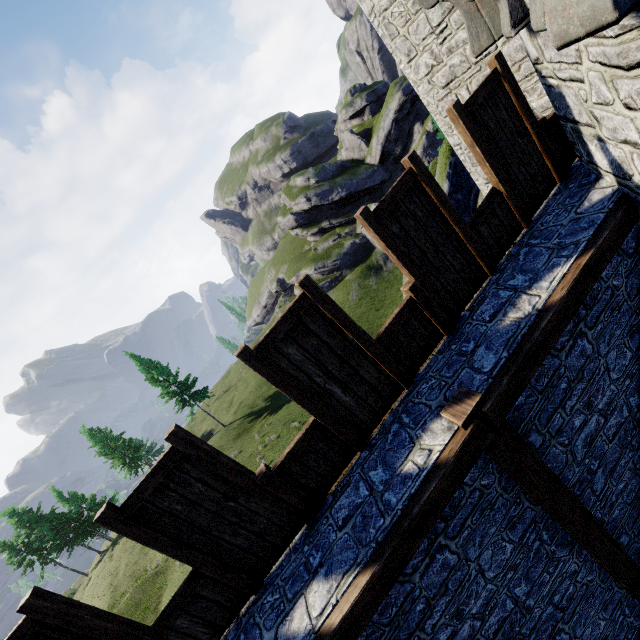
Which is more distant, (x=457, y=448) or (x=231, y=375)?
(x=231, y=375)

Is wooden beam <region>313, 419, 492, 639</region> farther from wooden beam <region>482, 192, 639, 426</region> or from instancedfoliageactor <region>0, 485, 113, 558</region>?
instancedfoliageactor <region>0, 485, 113, 558</region>

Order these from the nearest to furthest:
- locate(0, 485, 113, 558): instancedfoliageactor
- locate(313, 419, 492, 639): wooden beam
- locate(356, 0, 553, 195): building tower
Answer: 1. locate(313, 419, 492, 639): wooden beam
2. locate(356, 0, 553, 195): building tower
3. locate(0, 485, 113, 558): instancedfoliageactor

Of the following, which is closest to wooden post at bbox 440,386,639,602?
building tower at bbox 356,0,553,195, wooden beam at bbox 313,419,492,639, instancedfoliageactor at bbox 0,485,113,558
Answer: wooden beam at bbox 313,419,492,639

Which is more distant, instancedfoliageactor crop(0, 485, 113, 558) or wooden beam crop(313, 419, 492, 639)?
instancedfoliageactor crop(0, 485, 113, 558)

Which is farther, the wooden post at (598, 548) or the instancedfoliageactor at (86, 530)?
the instancedfoliageactor at (86, 530)

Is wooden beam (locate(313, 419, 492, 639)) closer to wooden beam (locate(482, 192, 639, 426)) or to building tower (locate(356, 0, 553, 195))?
wooden beam (locate(482, 192, 639, 426))

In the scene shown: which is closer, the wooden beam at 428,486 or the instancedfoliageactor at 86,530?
the wooden beam at 428,486
